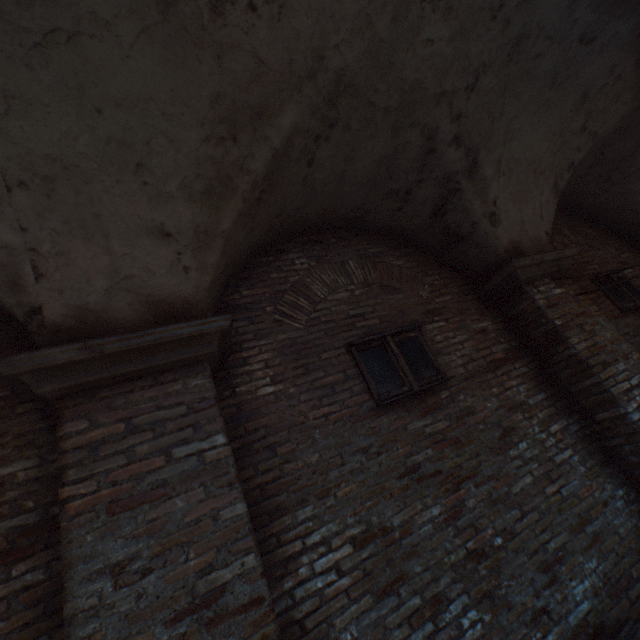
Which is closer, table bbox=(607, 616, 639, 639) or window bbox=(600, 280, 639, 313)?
table bbox=(607, 616, 639, 639)

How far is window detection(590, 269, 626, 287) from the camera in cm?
559

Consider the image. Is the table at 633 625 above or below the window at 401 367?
below

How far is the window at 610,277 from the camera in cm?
559

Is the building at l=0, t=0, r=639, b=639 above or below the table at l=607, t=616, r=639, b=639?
above

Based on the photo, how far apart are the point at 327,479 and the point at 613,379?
3.52m

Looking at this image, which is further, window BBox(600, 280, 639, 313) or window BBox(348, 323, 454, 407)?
window BBox(600, 280, 639, 313)

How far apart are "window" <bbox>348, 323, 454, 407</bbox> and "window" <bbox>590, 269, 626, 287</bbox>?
4.0 meters
